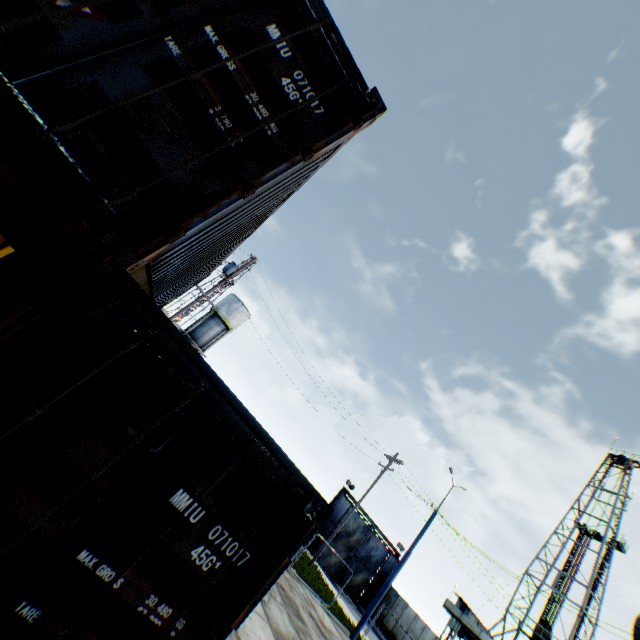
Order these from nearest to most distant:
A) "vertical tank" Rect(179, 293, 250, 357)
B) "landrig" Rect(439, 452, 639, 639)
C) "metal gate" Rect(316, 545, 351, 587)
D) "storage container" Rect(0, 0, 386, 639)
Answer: "storage container" Rect(0, 0, 386, 639)
"metal gate" Rect(316, 545, 351, 587)
"landrig" Rect(439, 452, 639, 639)
"vertical tank" Rect(179, 293, 250, 357)

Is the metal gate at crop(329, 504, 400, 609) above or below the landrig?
below

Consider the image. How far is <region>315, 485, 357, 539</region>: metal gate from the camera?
29.97m

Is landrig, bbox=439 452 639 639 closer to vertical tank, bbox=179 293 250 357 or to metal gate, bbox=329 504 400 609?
metal gate, bbox=329 504 400 609

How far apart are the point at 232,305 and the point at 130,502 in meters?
39.7 m

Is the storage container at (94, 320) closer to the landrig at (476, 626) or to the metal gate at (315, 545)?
the metal gate at (315, 545)

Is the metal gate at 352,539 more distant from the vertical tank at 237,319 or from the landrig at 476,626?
the vertical tank at 237,319

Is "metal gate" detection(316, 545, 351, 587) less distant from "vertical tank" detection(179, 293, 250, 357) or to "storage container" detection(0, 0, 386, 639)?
"vertical tank" detection(179, 293, 250, 357)
